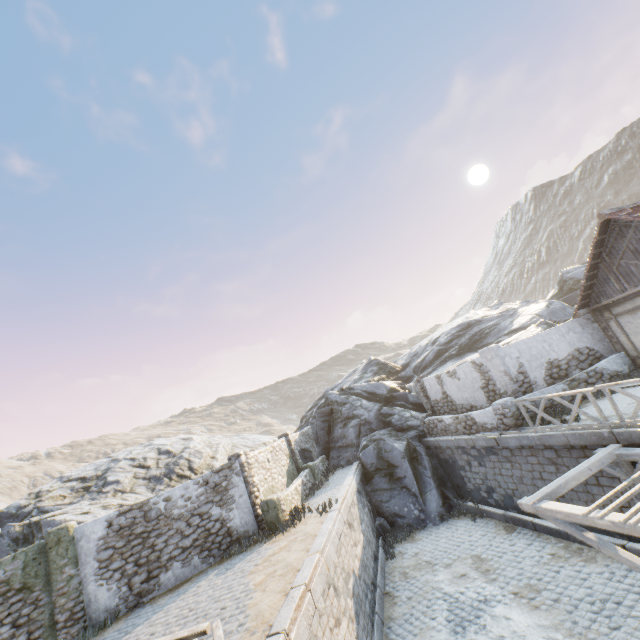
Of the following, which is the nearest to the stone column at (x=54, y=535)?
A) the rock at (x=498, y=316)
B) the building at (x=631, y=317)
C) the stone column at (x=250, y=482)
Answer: the stone column at (x=250, y=482)

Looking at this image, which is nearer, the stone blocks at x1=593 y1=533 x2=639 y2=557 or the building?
the stone blocks at x1=593 y1=533 x2=639 y2=557

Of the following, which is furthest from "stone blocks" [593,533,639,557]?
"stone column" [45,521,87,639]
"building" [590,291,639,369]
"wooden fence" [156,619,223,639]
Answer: "stone column" [45,521,87,639]

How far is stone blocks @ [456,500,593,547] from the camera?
10.3m

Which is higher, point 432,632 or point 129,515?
point 129,515

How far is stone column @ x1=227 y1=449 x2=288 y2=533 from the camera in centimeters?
1210cm

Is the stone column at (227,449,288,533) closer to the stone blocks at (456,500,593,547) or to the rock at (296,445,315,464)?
the stone blocks at (456,500,593,547)

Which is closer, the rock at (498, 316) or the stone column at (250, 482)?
the stone column at (250, 482)
